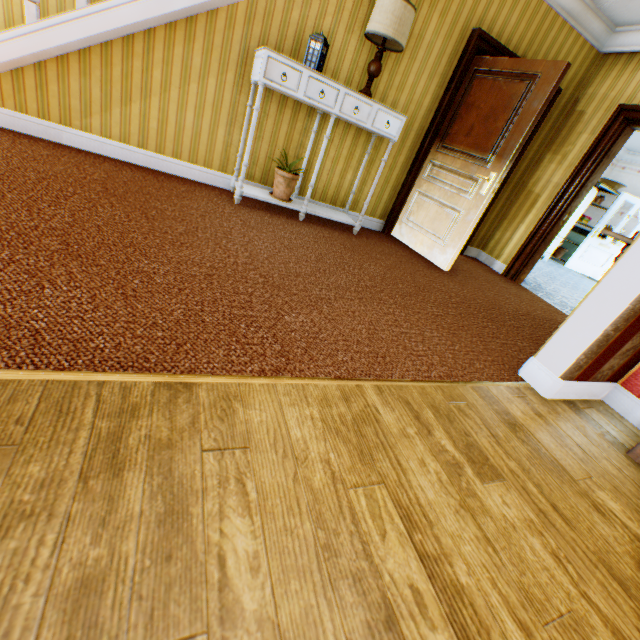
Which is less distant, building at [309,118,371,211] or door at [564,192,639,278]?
building at [309,118,371,211]

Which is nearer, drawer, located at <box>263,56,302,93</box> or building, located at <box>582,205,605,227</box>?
drawer, located at <box>263,56,302,93</box>

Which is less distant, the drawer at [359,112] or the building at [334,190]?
the drawer at [359,112]

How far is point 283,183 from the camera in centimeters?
357cm

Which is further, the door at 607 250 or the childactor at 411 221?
the door at 607 250

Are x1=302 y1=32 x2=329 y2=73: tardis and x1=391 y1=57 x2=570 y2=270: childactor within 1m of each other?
no

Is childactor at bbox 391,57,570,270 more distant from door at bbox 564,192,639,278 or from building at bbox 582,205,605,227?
door at bbox 564,192,639,278

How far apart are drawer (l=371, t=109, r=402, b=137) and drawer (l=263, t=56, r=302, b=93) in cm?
84
